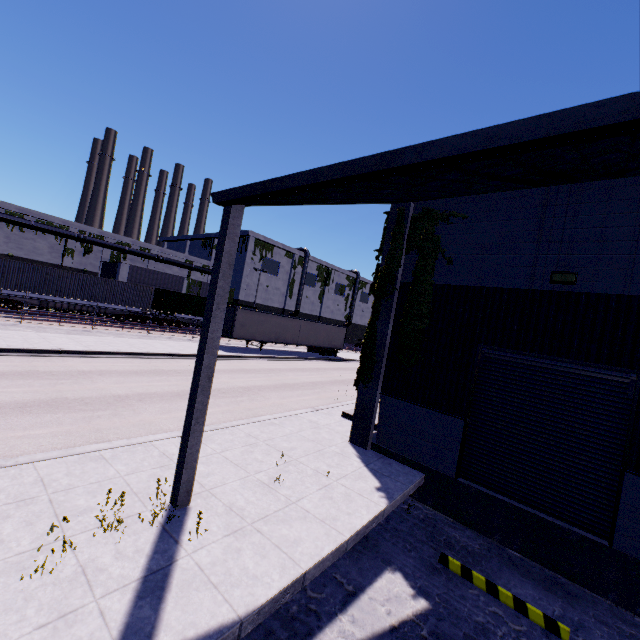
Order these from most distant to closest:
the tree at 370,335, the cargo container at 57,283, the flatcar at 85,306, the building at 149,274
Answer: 1. the building at 149,274
2. the flatcar at 85,306
3. the cargo container at 57,283
4. the tree at 370,335

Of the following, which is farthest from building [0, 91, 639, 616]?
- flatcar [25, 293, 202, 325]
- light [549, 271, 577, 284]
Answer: flatcar [25, 293, 202, 325]

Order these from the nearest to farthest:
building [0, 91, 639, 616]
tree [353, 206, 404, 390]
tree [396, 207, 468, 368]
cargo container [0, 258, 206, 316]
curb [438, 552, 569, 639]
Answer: building [0, 91, 639, 616] → curb [438, 552, 569, 639] → tree [396, 207, 468, 368] → tree [353, 206, 404, 390] → cargo container [0, 258, 206, 316]

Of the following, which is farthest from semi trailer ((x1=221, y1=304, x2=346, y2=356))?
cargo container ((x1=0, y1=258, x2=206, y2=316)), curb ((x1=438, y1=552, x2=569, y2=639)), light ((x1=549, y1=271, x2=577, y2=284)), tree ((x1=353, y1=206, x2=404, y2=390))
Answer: light ((x1=549, y1=271, x2=577, y2=284))

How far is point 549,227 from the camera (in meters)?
7.57

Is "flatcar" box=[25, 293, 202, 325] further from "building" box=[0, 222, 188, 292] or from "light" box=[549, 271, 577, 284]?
"light" box=[549, 271, 577, 284]

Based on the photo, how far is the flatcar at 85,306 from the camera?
26.4 meters

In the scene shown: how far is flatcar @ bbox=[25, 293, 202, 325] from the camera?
26.36m
